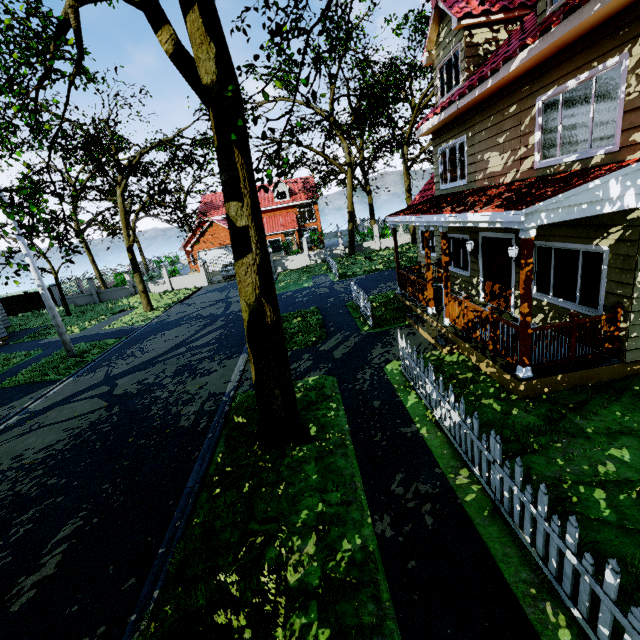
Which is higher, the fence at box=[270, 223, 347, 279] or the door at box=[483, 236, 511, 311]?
the door at box=[483, 236, 511, 311]

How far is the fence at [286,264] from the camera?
27.9 meters

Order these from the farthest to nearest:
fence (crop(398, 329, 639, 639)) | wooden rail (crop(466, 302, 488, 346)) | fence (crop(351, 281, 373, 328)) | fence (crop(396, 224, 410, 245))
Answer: fence (crop(396, 224, 410, 245)) → fence (crop(351, 281, 373, 328)) → wooden rail (crop(466, 302, 488, 346)) → fence (crop(398, 329, 639, 639))

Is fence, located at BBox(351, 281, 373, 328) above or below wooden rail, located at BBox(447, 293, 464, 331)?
below

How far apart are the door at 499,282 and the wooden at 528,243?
3.43m

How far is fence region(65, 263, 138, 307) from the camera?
28.7 meters

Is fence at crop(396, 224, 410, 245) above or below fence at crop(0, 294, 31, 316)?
above

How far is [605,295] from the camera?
6.1m
